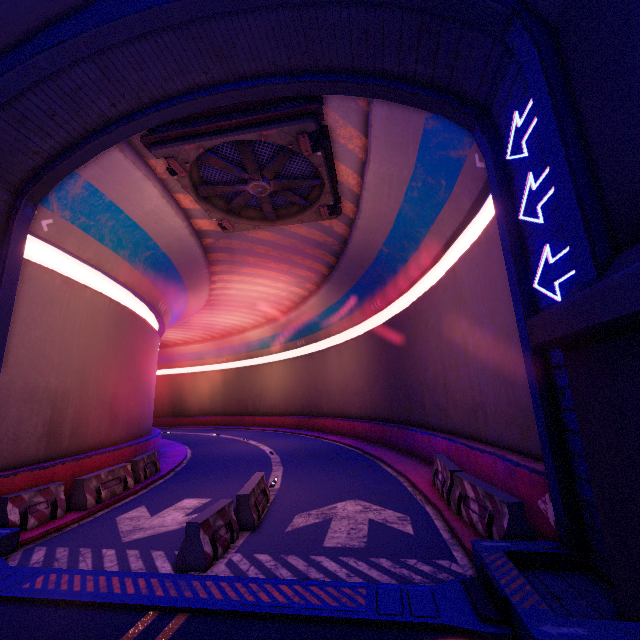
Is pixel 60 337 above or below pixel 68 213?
below

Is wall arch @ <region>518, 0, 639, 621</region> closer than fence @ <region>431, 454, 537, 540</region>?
Yes

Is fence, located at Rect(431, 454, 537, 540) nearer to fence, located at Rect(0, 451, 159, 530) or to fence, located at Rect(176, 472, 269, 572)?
fence, located at Rect(176, 472, 269, 572)

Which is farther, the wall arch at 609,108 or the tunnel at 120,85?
the tunnel at 120,85

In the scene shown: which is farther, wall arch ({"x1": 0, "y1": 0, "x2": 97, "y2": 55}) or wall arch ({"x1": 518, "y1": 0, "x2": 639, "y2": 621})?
wall arch ({"x1": 0, "y1": 0, "x2": 97, "y2": 55})

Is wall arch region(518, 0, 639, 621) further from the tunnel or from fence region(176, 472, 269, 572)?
fence region(176, 472, 269, 572)

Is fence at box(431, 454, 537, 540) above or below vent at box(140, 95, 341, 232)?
below

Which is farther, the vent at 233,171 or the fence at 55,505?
the vent at 233,171
